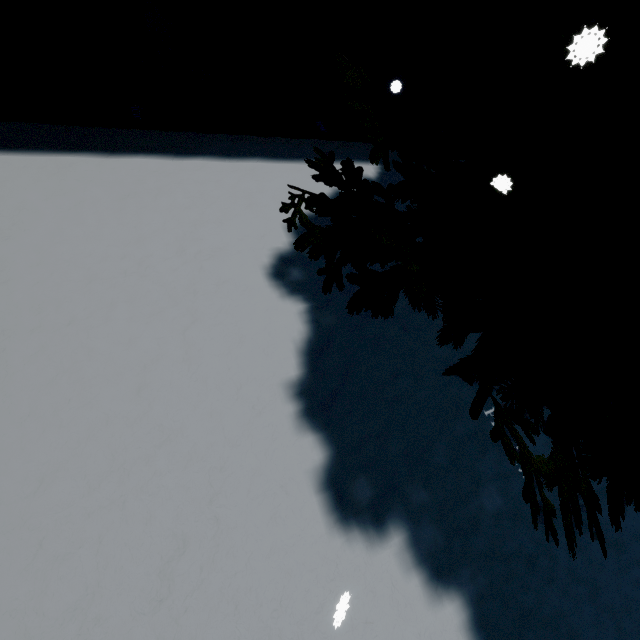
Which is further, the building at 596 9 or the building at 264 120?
the building at 596 9

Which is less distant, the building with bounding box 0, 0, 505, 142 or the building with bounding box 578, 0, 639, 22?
the building with bounding box 0, 0, 505, 142

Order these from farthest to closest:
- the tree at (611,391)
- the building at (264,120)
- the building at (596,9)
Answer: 1. the building at (596,9)
2. the building at (264,120)
3. the tree at (611,391)

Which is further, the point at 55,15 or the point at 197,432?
the point at 55,15

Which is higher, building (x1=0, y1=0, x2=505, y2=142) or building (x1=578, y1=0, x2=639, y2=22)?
building (x1=578, y1=0, x2=639, y2=22)

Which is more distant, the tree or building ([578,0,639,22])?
building ([578,0,639,22])

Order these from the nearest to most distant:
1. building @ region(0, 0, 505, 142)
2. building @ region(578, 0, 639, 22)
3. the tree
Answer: the tree
building @ region(0, 0, 505, 142)
building @ region(578, 0, 639, 22)
